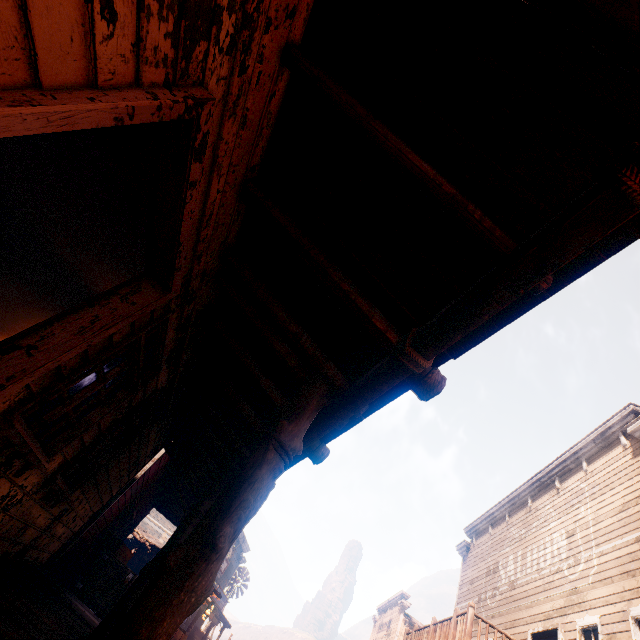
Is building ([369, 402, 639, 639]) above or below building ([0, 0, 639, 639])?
above

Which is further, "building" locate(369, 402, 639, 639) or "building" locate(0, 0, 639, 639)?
"building" locate(369, 402, 639, 639)

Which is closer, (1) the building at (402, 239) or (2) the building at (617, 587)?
(1) the building at (402, 239)

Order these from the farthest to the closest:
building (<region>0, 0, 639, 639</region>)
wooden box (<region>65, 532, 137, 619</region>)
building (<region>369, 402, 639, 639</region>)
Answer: building (<region>369, 402, 639, 639</region>) < wooden box (<region>65, 532, 137, 619</region>) < building (<region>0, 0, 639, 639</region>)

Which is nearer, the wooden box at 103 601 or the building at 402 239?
the building at 402 239

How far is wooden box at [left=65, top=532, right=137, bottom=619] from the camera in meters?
8.0 m

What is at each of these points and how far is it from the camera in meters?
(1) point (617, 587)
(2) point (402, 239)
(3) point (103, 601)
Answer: (1) building, 8.7
(2) building, 2.3
(3) wooden box, 8.0

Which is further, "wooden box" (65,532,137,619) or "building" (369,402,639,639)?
"building" (369,402,639,639)
